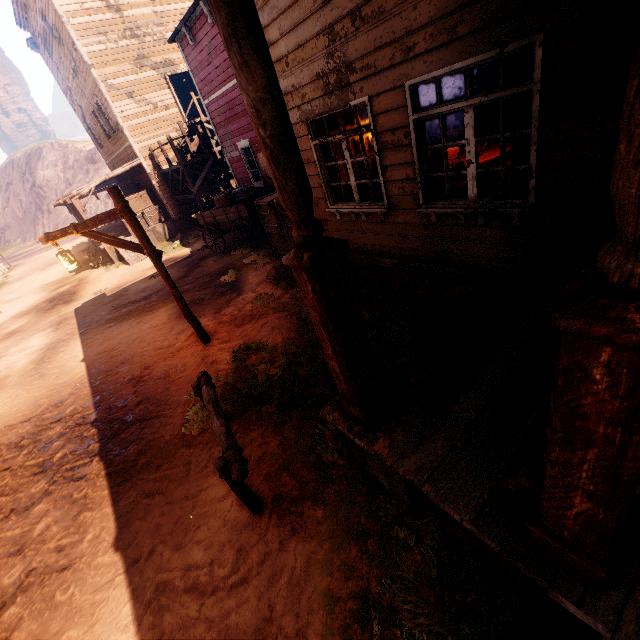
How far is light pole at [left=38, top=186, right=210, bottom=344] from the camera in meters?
5.5

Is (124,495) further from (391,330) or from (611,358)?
(611,358)

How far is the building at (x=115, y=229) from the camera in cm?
1725

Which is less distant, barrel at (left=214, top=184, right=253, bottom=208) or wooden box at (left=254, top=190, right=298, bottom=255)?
wooden box at (left=254, top=190, right=298, bottom=255)

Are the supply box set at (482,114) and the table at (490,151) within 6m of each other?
yes

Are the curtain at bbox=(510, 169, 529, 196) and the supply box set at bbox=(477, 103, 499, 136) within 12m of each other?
yes

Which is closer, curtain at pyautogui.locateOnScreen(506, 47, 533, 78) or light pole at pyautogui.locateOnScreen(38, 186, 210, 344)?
curtain at pyautogui.locateOnScreen(506, 47, 533, 78)

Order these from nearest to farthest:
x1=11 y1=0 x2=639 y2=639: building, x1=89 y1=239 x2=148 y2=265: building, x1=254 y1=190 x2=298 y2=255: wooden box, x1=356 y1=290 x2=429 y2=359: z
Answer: x1=11 y1=0 x2=639 y2=639: building, x1=356 y1=290 x2=429 y2=359: z, x1=254 y1=190 x2=298 y2=255: wooden box, x1=89 y1=239 x2=148 y2=265: building
